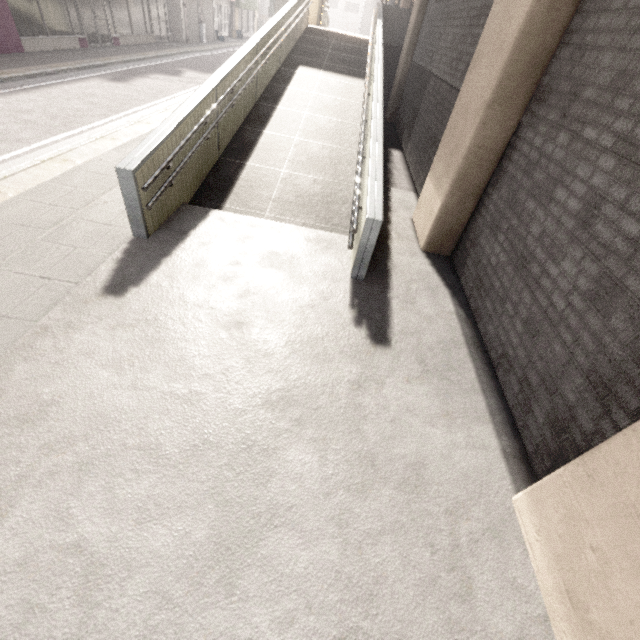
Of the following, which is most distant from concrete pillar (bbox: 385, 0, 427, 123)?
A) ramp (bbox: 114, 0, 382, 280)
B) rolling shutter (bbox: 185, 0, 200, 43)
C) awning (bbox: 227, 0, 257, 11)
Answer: awning (bbox: 227, 0, 257, 11)

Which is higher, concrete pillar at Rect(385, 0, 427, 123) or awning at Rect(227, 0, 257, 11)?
awning at Rect(227, 0, 257, 11)

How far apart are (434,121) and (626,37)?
4.90m

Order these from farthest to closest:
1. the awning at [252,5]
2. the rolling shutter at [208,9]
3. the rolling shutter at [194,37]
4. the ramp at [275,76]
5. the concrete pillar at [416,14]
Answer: the awning at [252,5] → the rolling shutter at [208,9] → the rolling shutter at [194,37] → the concrete pillar at [416,14] → the ramp at [275,76]

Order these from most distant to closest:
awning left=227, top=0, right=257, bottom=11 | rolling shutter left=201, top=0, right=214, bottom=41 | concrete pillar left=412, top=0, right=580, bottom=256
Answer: awning left=227, top=0, right=257, bottom=11 → rolling shutter left=201, top=0, right=214, bottom=41 → concrete pillar left=412, top=0, right=580, bottom=256

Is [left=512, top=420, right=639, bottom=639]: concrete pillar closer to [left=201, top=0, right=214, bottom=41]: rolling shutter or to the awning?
[left=201, top=0, right=214, bottom=41]: rolling shutter

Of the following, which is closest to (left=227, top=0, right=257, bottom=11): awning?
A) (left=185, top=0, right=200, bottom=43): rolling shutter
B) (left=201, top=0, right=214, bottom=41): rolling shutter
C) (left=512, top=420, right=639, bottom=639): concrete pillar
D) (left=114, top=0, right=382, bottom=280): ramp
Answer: (left=201, top=0, right=214, bottom=41): rolling shutter

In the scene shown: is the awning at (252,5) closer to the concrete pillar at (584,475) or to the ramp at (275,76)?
the ramp at (275,76)
